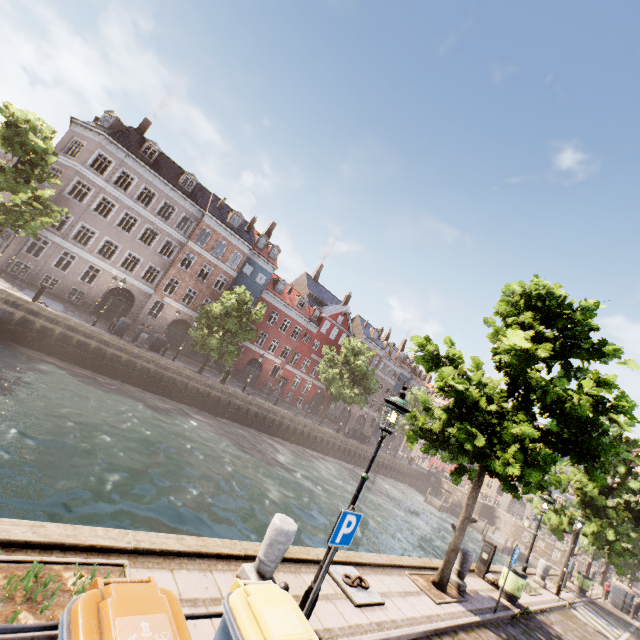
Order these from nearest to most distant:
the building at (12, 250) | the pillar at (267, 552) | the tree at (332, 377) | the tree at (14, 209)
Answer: the pillar at (267, 552)
the tree at (14, 209)
the building at (12, 250)
the tree at (332, 377)

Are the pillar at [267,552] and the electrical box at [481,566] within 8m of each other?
no

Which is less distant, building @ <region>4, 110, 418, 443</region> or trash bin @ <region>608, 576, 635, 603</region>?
trash bin @ <region>608, 576, 635, 603</region>

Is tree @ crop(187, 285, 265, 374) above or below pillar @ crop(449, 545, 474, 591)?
above

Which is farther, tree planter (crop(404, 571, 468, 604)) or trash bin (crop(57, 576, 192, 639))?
tree planter (crop(404, 571, 468, 604))

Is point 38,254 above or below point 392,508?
above

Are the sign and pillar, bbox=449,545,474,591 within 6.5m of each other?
no

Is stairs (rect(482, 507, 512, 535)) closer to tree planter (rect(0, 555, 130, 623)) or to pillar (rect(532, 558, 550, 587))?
pillar (rect(532, 558, 550, 587))
